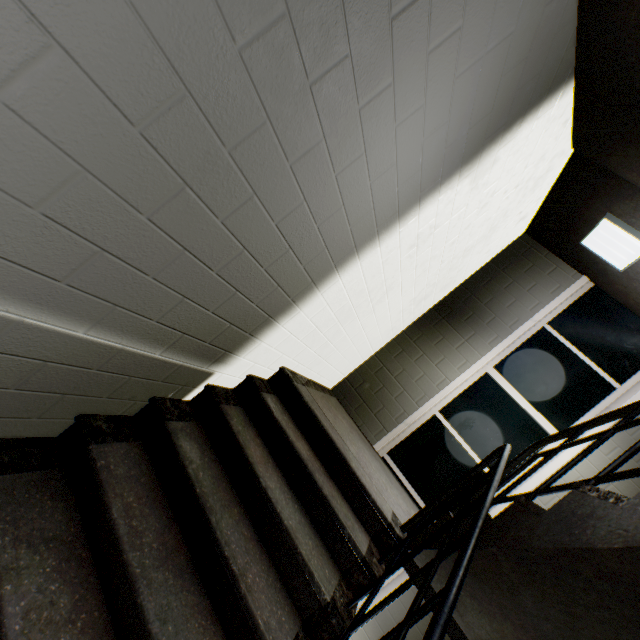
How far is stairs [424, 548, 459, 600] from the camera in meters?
1.6 m

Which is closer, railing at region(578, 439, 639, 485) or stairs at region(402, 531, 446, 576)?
railing at region(578, 439, 639, 485)

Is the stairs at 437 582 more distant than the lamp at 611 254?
No

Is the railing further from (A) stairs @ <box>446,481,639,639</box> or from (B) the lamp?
(B) the lamp

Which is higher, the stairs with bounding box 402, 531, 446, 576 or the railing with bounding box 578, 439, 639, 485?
the railing with bounding box 578, 439, 639, 485

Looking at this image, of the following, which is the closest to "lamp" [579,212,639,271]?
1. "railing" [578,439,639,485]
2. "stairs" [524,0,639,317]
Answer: "stairs" [524,0,639,317]

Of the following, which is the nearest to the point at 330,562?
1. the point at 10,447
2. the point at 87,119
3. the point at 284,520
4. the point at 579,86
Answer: the point at 284,520

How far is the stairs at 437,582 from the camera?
1.6 meters
